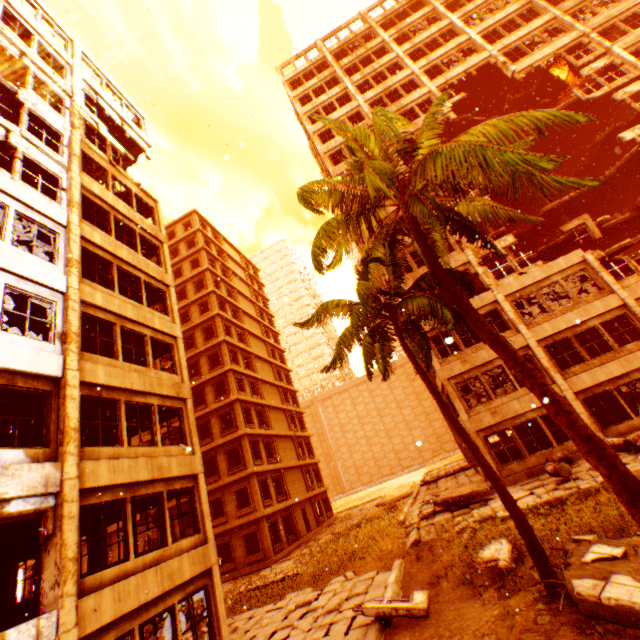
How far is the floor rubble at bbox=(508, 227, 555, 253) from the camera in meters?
26.3 m

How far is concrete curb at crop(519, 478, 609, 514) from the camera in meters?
9.7 m

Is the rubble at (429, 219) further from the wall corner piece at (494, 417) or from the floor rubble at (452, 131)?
the wall corner piece at (494, 417)

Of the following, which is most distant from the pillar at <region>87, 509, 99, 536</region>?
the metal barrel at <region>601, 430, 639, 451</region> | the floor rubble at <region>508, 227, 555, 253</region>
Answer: the floor rubble at <region>508, 227, 555, 253</region>

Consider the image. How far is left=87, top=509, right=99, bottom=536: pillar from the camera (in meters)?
12.66

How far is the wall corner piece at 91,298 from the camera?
11.3m

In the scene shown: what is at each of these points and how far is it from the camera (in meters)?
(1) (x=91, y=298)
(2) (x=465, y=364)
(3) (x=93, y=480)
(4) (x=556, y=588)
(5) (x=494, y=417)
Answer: (1) wall corner piece, 5.49
(2) wall corner piece, 18.06
(3) wall corner piece, 8.55
(4) rubble, 6.30
(5) wall corner piece, 16.73

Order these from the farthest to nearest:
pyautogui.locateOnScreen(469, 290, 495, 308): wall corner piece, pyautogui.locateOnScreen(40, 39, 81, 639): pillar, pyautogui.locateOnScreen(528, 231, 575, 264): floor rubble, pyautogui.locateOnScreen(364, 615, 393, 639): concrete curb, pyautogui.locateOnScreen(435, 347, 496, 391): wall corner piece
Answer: pyautogui.locateOnScreen(528, 231, 575, 264): floor rubble < pyautogui.locateOnScreen(469, 290, 495, 308): wall corner piece < pyautogui.locateOnScreen(435, 347, 496, 391): wall corner piece < pyautogui.locateOnScreen(364, 615, 393, 639): concrete curb < pyautogui.locateOnScreen(40, 39, 81, 639): pillar
